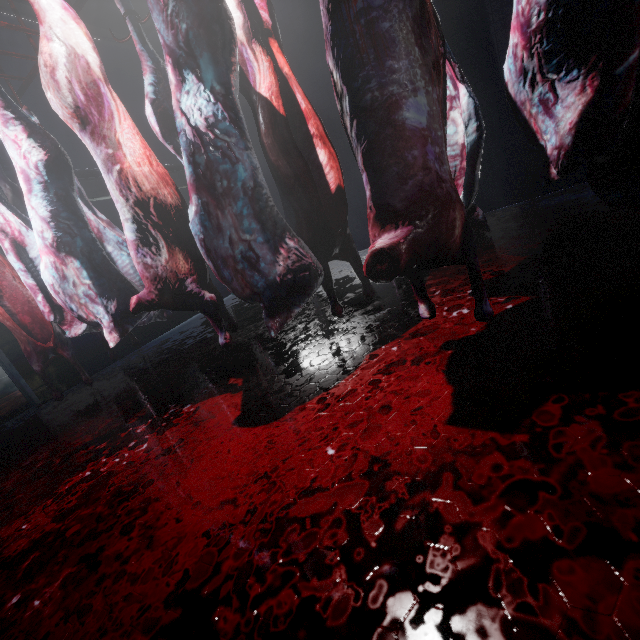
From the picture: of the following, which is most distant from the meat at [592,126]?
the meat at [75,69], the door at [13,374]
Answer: the door at [13,374]

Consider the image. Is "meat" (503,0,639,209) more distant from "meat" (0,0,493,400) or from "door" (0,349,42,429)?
"door" (0,349,42,429)

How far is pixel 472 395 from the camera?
1.2 meters

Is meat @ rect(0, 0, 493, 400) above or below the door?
above

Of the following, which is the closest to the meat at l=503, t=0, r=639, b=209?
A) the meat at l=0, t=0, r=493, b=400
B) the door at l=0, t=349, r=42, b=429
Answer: the meat at l=0, t=0, r=493, b=400
